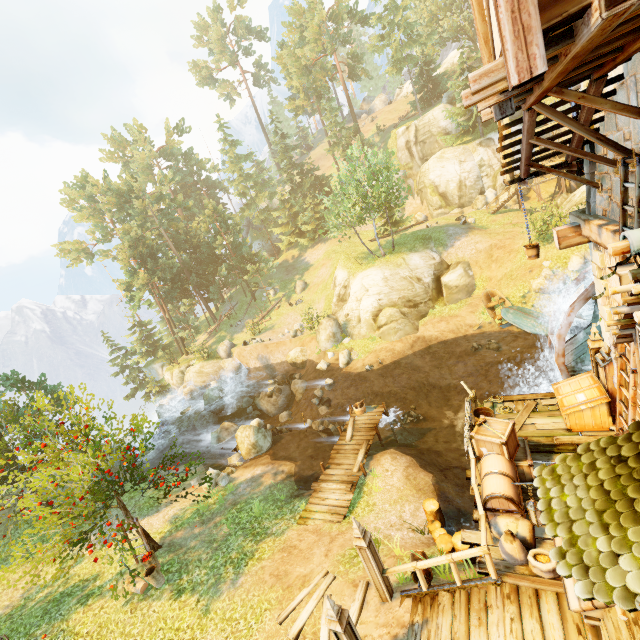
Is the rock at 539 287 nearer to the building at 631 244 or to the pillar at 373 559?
the building at 631 244

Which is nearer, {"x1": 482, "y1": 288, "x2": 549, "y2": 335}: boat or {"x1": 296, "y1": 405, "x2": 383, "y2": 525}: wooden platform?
{"x1": 296, "y1": 405, "x2": 383, "y2": 525}: wooden platform

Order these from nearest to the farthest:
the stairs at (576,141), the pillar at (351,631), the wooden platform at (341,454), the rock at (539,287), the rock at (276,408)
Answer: the pillar at (351,631)
the stairs at (576,141)
the wooden platform at (341,454)
the rock at (539,287)
the rock at (276,408)

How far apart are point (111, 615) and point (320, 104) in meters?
55.9

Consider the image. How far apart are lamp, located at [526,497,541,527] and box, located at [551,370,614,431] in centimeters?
443cm

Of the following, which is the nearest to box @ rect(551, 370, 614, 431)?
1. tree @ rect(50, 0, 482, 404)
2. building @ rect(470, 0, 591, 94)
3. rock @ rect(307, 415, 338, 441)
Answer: building @ rect(470, 0, 591, 94)

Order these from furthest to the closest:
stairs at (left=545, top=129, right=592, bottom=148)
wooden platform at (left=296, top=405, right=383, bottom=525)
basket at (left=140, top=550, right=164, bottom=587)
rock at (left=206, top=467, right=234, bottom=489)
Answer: rock at (left=206, top=467, right=234, bottom=489), wooden platform at (left=296, top=405, right=383, bottom=525), basket at (left=140, top=550, right=164, bottom=587), stairs at (left=545, top=129, right=592, bottom=148)

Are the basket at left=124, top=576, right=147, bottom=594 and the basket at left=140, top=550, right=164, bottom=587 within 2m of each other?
yes
